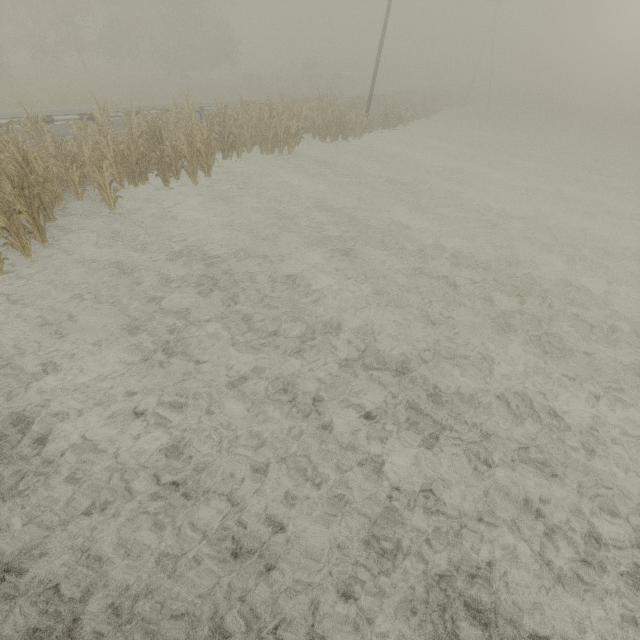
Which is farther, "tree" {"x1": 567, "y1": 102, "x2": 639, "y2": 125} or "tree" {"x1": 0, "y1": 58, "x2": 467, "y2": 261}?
"tree" {"x1": 567, "y1": 102, "x2": 639, "y2": 125}

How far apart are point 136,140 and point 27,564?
11.5m

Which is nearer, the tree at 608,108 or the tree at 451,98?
the tree at 451,98
